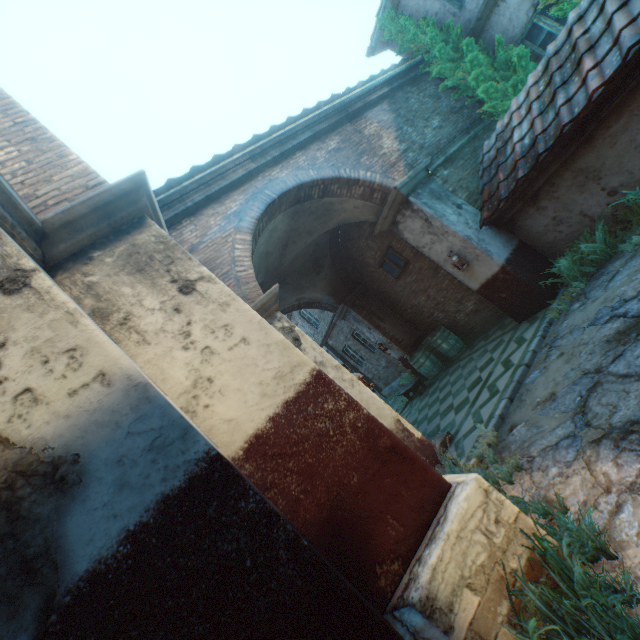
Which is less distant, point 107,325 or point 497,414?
point 107,325

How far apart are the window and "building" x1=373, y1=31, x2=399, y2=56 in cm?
581

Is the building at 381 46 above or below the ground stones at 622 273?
above

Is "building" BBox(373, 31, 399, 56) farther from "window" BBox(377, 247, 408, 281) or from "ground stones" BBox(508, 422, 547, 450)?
"ground stones" BBox(508, 422, 547, 450)

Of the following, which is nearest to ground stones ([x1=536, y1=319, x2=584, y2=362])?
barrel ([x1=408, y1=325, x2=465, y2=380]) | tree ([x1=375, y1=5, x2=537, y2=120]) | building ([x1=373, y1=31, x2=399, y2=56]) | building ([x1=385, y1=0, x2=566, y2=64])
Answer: barrel ([x1=408, y1=325, x2=465, y2=380])

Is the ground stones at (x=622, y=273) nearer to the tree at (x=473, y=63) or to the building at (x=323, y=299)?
the building at (x=323, y=299)

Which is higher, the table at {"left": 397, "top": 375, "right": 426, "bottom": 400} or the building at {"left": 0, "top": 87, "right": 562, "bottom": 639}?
the building at {"left": 0, "top": 87, "right": 562, "bottom": 639}

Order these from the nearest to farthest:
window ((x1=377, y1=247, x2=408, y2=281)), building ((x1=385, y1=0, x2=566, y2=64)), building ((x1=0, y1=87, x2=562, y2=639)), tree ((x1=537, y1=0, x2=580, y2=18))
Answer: building ((x1=0, y1=87, x2=562, y2=639)), tree ((x1=537, y1=0, x2=580, y2=18)), building ((x1=385, y1=0, x2=566, y2=64)), window ((x1=377, y1=247, x2=408, y2=281))
